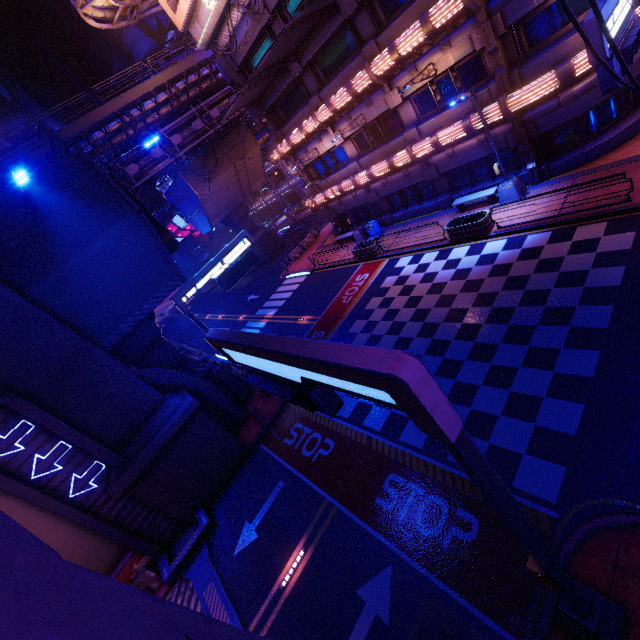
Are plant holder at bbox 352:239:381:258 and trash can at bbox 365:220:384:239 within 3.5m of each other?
yes

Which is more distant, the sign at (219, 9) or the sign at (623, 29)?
the sign at (219, 9)

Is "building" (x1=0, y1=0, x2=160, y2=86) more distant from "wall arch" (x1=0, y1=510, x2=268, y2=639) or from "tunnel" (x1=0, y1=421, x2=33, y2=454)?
"tunnel" (x1=0, y1=421, x2=33, y2=454)

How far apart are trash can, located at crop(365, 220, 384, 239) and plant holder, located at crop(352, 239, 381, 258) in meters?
1.2

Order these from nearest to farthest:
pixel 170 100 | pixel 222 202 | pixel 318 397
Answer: pixel 318 397
pixel 170 100
pixel 222 202

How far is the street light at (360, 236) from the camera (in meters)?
24.58

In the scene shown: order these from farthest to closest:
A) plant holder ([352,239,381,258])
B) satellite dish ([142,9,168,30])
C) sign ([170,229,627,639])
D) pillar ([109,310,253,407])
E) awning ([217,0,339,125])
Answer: satellite dish ([142,9,168,30]), plant holder ([352,239,381,258]), pillar ([109,310,253,407]), awning ([217,0,339,125]), sign ([170,229,627,639])

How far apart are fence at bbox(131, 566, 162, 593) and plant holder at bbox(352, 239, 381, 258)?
20.3 meters
